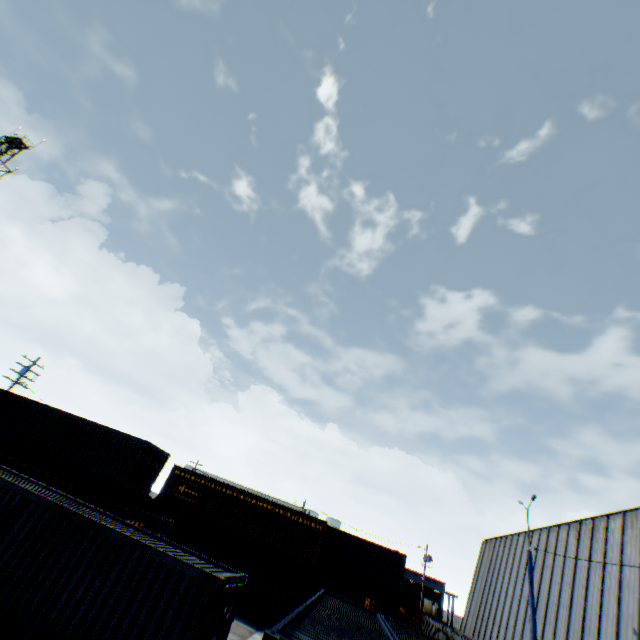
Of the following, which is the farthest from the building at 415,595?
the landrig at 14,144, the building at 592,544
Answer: the landrig at 14,144

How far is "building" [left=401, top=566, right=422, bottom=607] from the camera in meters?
53.2 m

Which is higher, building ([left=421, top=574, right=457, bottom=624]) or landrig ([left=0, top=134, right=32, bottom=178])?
landrig ([left=0, top=134, right=32, bottom=178])

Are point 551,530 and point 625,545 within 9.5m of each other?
yes

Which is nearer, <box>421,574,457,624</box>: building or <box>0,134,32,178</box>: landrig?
<box>0,134,32,178</box>: landrig
